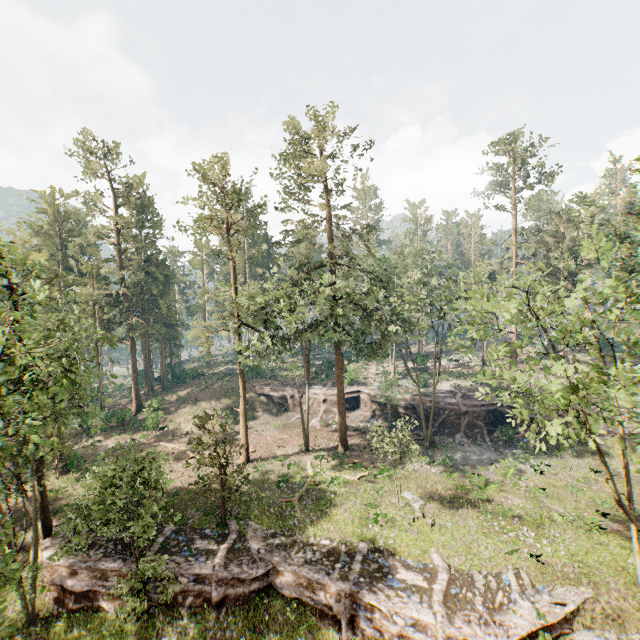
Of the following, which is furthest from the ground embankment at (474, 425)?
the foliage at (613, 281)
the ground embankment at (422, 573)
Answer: the ground embankment at (422, 573)

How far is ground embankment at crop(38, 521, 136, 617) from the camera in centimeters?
1873cm

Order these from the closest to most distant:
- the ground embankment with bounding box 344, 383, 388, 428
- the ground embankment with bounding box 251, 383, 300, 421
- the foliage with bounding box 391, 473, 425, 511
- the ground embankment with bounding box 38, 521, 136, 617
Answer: the ground embankment with bounding box 38, 521, 136, 617 < the foliage with bounding box 391, 473, 425, 511 < the ground embankment with bounding box 344, 383, 388, 428 < the ground embankment with bounding box 251, 383, 300, 421

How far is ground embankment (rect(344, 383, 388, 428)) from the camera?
39.7m

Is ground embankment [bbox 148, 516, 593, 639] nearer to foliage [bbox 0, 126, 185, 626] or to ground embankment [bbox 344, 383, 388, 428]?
foliage [bbox 0, 126, 185, 626]

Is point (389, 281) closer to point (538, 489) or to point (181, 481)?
point (538, 489)

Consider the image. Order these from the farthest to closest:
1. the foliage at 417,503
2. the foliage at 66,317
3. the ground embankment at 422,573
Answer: the foliage at 417,503 → the ground embankment at 422,573 → the foliage at 66,317
